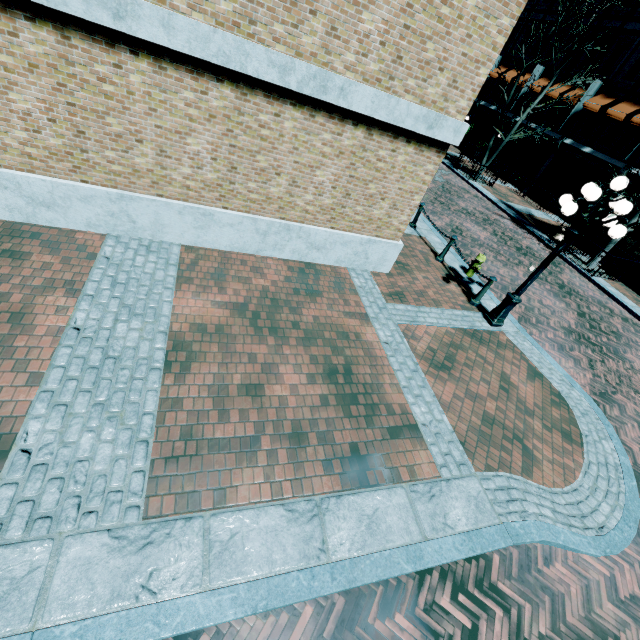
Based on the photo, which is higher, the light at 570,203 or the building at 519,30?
the building at 519,30

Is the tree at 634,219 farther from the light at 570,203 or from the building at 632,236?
the light at 570,203

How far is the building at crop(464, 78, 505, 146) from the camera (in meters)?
26.38

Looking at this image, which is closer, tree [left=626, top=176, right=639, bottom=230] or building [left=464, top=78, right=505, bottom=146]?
tree [left=626, top=176, right=639, bottom=230]

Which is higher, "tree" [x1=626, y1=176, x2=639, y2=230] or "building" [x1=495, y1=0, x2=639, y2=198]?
"tree" [x1=626, y1=176, x2=639, y2=230]

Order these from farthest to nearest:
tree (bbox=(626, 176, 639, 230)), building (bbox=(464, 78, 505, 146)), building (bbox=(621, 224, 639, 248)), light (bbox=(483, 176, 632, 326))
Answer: building (bbox=(464, 78, 505, 146))
building (bbox=(621, 224, 639, 248))
tree (bbox=(626, 176, 639, 230))
light (bbox=(483, 176, 632, 326))

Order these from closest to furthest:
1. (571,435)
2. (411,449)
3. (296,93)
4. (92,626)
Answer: (92,626) < (411,449) < (296,93) < (571,435)

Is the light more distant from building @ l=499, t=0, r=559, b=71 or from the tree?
building @ l=499, t=0, r=559, b=71
